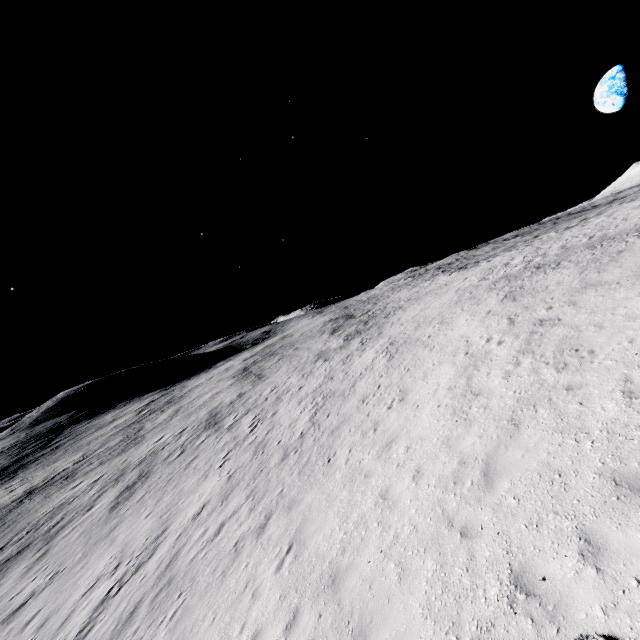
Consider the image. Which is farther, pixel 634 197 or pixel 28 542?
pixel 634 197
